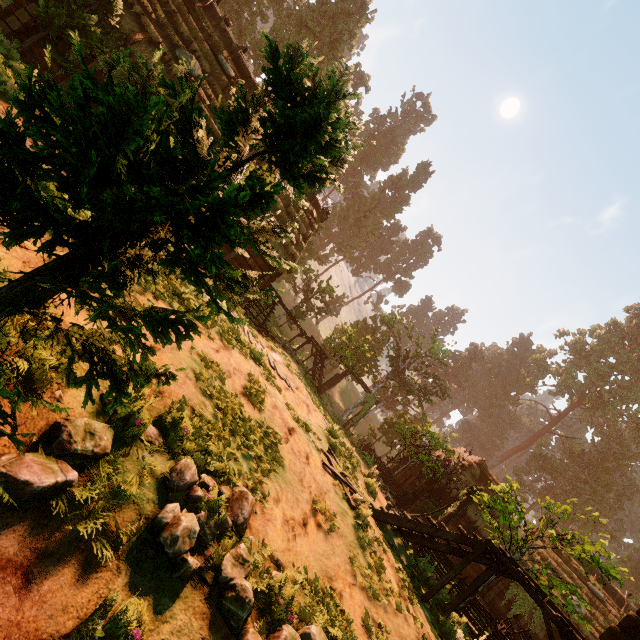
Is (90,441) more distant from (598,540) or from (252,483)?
(598,540)

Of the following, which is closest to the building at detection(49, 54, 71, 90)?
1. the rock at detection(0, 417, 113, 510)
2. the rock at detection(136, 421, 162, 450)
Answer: the rock at detection(0, 417, 113, 510)

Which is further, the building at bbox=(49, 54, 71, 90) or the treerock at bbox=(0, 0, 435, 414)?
the building at bbox=(49, 54, 71, 90)

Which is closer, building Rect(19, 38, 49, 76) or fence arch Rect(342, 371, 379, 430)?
building Rect(19, 38, 49, 76)

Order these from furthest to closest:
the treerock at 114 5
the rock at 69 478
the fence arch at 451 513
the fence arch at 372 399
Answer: the fence arch at 372 399 < the fence arch at 451 513 < the treerock at 114 5 < the rock at 69 478

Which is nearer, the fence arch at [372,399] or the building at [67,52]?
the building at [67,52]

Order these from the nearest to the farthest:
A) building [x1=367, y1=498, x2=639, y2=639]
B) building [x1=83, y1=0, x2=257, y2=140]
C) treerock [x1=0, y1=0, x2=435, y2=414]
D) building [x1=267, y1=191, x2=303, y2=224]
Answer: treerock [x1=0, y1=0, x2=435, y2=414] < building [x1=367, y1=498, x2=639, y2=639] < building [x1=83, y1=0, x2=257, y2=140] < building [x1=267, y1=191, x2=303, y2=224]

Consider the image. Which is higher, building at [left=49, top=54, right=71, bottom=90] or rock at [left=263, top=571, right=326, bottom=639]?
building at [left=49, top=54, right=71, bottom=90]
